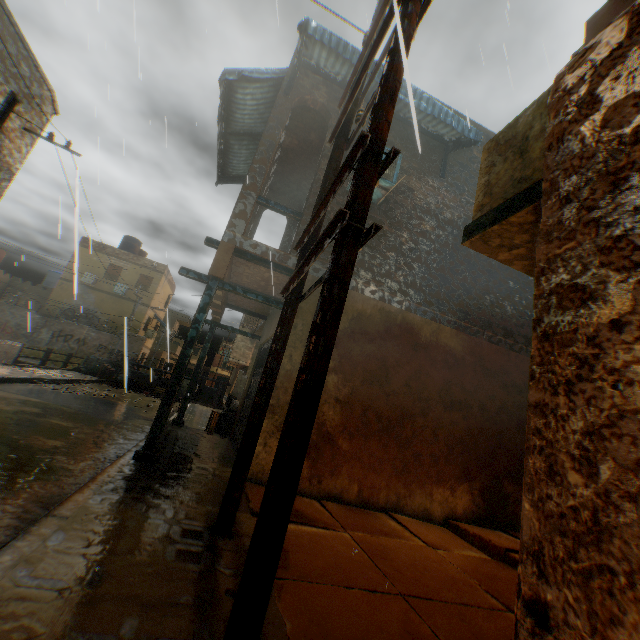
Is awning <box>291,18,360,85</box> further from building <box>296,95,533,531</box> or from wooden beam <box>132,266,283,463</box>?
wooden beam <box>132,266,283,463</box>

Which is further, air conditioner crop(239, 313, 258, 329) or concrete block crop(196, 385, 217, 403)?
concrete block crop(196, 385, 217, 403)

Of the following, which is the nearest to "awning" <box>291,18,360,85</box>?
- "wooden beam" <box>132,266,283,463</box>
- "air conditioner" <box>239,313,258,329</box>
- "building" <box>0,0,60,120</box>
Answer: "building" <box>0,0,60,120</box>

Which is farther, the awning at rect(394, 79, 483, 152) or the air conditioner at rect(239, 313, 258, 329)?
the air conditioner at rect(239, 313, 258, 329)

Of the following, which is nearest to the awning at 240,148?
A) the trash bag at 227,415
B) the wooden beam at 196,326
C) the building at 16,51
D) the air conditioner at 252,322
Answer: the building at 16,51

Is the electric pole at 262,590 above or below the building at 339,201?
below

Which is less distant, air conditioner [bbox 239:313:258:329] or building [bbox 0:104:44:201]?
building [bbox 0:104:44:201]

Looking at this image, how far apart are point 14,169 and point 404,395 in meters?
12.9 m
